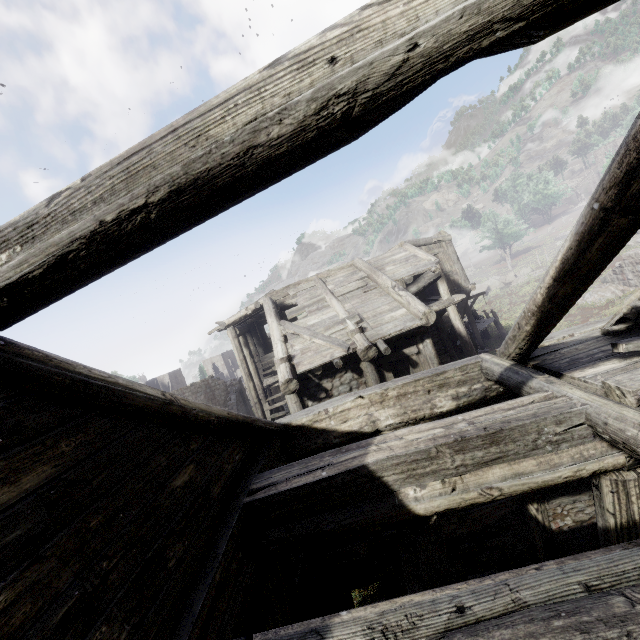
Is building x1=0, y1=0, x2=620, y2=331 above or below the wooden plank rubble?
above

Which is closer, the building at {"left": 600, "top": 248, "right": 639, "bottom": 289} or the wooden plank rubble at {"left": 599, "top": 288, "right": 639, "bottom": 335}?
the wooden plank rubble at {"left": 599, "top": 288, "right": 639, "bottom": 335}

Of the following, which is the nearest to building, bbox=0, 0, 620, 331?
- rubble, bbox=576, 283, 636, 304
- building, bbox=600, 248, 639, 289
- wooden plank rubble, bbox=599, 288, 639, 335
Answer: wooden plank rubble, bbox=599, 288, 639, 335

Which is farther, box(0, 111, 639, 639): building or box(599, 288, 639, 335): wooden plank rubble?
box(599, 288, 639, 335): wooden plank rubble

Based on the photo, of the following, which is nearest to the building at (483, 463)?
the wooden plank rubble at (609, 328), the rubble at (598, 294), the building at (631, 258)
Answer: the wooden plank rubble at (609, 328)

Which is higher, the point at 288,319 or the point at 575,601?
the point at 288,319

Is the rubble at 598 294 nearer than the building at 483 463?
No

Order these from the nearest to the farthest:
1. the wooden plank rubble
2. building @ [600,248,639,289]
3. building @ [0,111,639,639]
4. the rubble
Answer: building @ [0,111,639,639] → the wooden plank rubble → building @ [600,248,639,289] → the rubble
